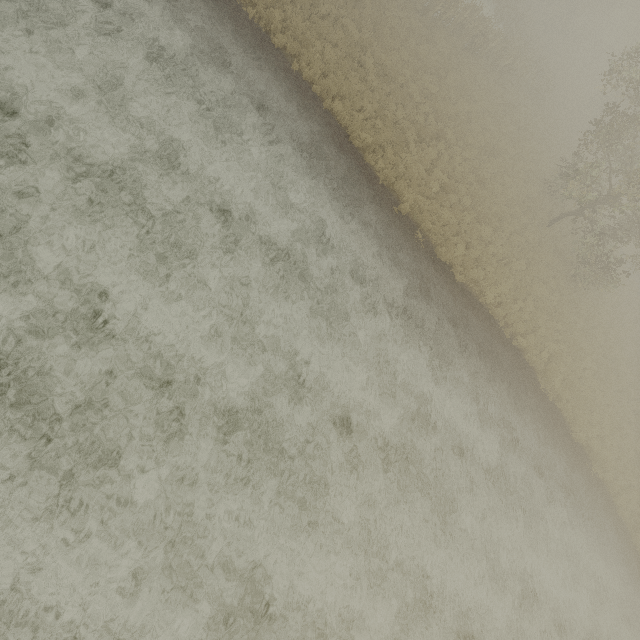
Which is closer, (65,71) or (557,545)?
(65,71)
